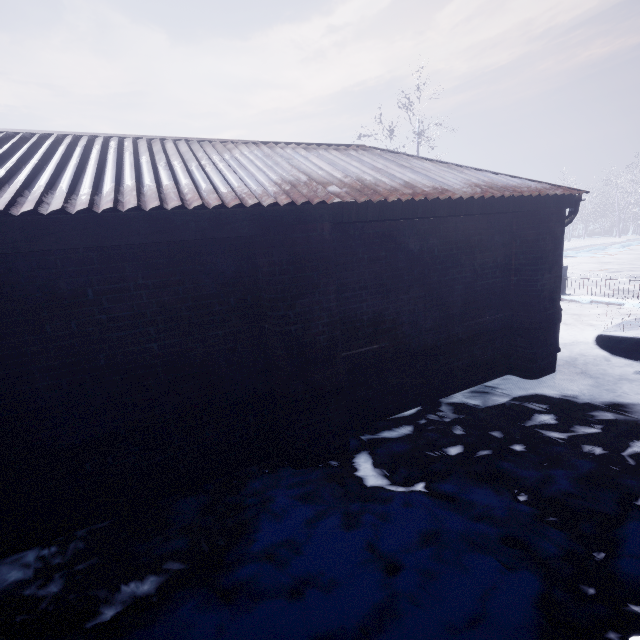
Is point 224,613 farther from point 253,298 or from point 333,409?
point 253,298
